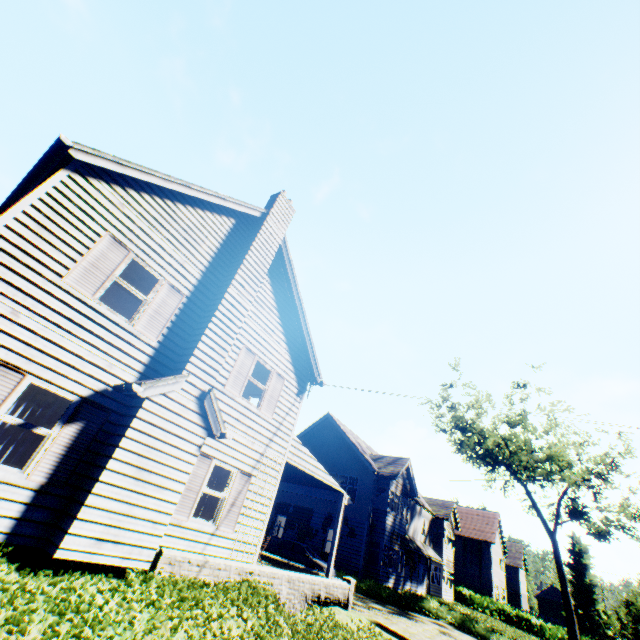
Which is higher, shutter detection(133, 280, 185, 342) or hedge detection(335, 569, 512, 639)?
shutter detection(133, 280, 185, 342)

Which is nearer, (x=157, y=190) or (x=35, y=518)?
(x=35, y=518)

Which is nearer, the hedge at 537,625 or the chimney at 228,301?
the chimney at 228,301

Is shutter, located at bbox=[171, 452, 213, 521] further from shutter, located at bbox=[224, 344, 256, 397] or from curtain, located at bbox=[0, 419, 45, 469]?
curtain, located at bbox=[0, 419, 45, 469]

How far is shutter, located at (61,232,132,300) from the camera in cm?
707

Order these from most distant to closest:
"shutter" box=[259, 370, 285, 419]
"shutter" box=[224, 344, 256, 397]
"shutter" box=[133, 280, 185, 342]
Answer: "shutter" box=[259, 370, 285, 419] < "shutter" box=[224, 344, 256, 397] < "shutter" box=[133, 280, 185, 342]

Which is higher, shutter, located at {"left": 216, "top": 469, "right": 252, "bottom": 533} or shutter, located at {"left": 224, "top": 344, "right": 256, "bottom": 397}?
shutter, located at {"left": 224, "top": 344, "right": 256, "bottom": 397}

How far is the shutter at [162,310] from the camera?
8.16m
